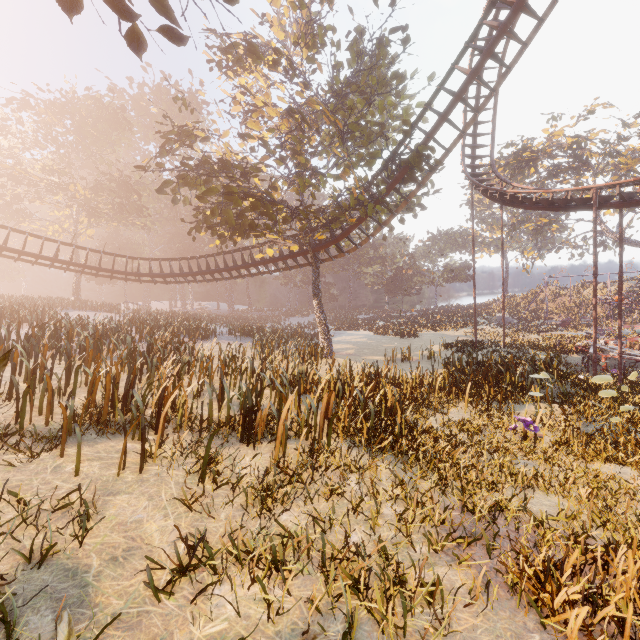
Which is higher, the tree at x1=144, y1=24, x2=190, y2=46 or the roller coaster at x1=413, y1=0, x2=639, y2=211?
the roller coaster at x1=413, y1=0, x2=639, y2=211

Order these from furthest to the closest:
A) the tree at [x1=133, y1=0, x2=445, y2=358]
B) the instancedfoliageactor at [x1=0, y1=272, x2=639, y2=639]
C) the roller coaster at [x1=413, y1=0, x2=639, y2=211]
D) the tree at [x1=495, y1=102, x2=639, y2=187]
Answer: the tree at [x1=495, y1=102, x2=639, y2=187], the tree at [x1=133, y1=0, x2=445, y2=358], the roller coaster at [x1=413, y1=0, x2=639, y2=211], the instancedfoliageactor at [x1=0, y1=272, x2=639, y2=639]

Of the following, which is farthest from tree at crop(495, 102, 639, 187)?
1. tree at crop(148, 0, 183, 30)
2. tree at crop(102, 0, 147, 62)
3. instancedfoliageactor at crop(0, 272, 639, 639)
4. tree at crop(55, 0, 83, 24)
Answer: tree at crop(55, 0, 83, 24)

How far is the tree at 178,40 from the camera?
4.0 meters

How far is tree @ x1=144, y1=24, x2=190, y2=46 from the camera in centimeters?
402cm

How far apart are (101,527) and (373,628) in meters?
3.1 m

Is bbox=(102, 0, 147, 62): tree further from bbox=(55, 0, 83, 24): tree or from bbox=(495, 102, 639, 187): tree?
bbox=(495, 102, 639, 187): tree

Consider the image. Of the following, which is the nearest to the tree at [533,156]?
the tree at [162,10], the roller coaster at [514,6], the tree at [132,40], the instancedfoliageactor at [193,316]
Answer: the roller coaster at [514,6]
